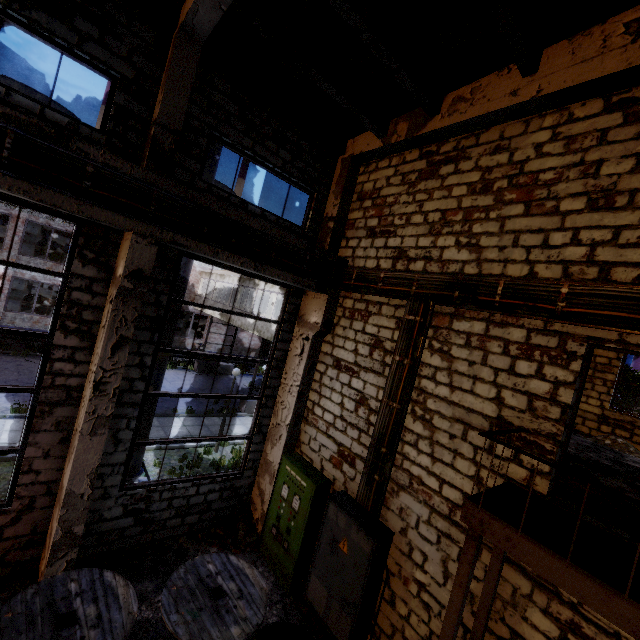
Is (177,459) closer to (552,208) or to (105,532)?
(105,532)

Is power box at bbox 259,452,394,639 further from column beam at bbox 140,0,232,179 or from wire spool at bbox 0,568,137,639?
column beam at bbox 140,0,232,179

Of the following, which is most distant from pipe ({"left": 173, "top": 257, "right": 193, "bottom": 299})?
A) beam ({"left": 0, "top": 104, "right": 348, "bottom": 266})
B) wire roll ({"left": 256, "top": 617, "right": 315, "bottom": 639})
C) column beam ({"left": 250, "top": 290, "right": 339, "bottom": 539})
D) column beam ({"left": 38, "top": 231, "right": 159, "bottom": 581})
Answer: wire roll ({"left": 256, "top": 617, "right": 315, "bottom": 639})

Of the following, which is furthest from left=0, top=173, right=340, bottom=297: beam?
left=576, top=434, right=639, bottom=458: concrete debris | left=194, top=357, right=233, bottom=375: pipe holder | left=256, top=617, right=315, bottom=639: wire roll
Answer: left=194, top=357, right=233, bottom=375: pipe holder

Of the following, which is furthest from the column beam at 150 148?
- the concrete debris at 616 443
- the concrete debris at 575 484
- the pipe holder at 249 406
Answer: the concrete debris at 616 443

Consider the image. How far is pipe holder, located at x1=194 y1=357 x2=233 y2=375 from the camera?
24.0m

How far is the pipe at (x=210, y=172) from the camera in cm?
750

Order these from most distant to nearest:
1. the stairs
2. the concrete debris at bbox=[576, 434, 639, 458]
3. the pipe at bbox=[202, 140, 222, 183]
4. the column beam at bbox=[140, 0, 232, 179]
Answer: the concrete debris at bbox=[576, 434, 639, 458], the pipe at bbox=[202, 140, 222, 183], the column beam at bbox=[140, 0, 232, 179], the stairs
